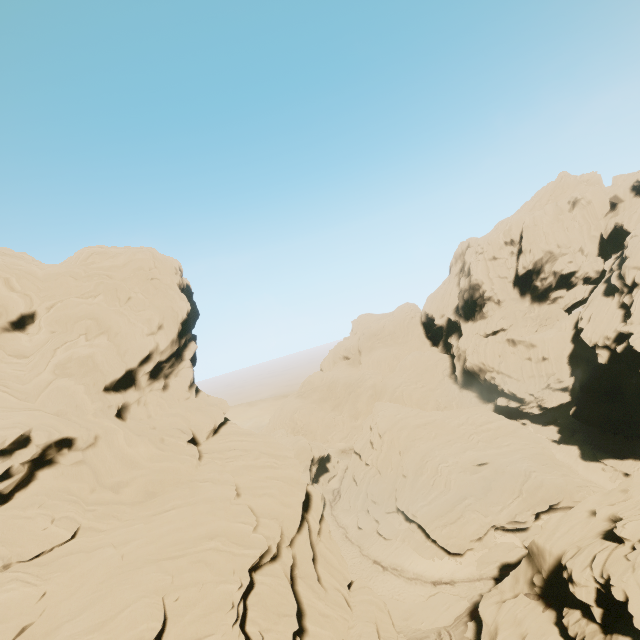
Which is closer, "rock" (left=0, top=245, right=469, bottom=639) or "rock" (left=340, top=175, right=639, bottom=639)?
"rock" (left=0, top=245, right=469, bottom=639)

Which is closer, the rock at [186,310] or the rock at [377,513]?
the rock at [186,310]

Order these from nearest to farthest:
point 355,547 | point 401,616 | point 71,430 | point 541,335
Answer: point 71,430
point 401,616
point 355,547
point 541,335
